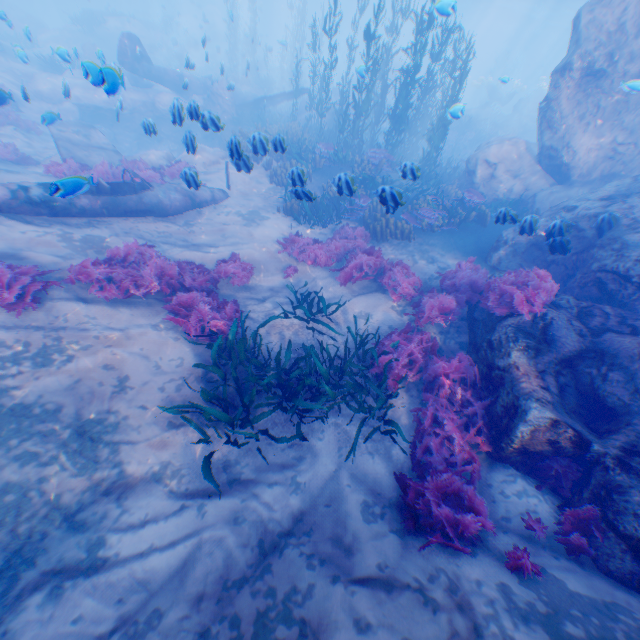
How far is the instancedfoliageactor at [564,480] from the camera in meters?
5.1 m

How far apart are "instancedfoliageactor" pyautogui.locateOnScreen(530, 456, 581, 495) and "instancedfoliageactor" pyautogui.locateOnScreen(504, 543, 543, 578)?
1.28m

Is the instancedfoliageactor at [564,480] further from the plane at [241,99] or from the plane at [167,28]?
the plane at [167,28]

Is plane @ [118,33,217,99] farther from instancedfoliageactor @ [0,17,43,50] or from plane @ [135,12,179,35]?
plane @ [135,12,179,35]

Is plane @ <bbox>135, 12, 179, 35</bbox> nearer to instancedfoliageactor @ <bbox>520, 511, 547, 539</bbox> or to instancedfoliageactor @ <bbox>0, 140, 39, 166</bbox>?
instancedfoliageactor @ <bbox>0, 140, 39, 166</bbox>

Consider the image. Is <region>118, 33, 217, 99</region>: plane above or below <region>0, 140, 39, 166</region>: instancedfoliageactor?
above

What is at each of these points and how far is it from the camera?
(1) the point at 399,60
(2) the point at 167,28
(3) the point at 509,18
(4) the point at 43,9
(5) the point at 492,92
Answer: (1) rock, 37.28m
(2) plane, 37.41m
(3) light, 52.53m
(4) submarine, 46.06m
(5) plane, 36.28m

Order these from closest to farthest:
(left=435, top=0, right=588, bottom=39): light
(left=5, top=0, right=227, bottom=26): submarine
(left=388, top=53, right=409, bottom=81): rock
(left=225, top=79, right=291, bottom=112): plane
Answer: (left=225, top=79, right=291, bottom=112): plane
(left=388, top=53, right=409, bottom=81): rock
(left=435, top=0, right=588, bottom=39): light
(left=5, top=0, right=227, bottom=26): submarine
